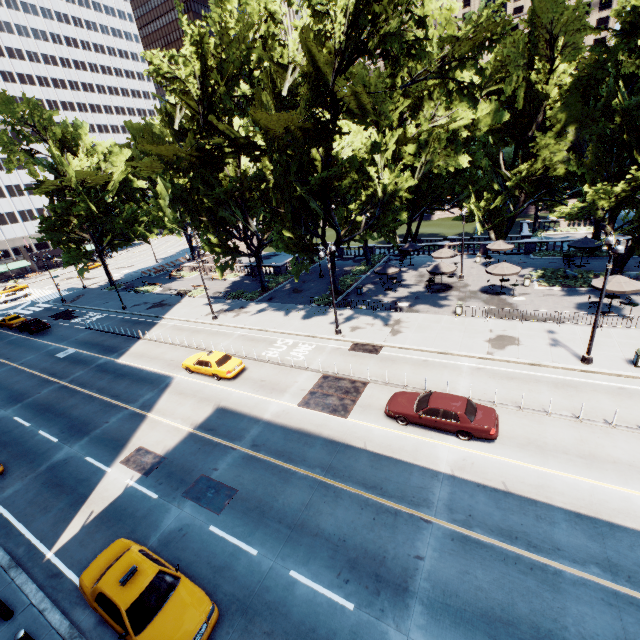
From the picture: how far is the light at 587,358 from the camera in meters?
15.3 m

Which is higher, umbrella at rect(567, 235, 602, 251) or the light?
umbrella at rect(567, 235, 602, 251)

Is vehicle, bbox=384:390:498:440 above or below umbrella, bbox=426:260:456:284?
below

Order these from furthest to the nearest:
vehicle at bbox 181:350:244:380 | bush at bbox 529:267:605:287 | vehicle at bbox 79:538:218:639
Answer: bush at bbox 529:267:605:287
vehicle at bbox 181:350:244:380
vehicle at bbox 79:538:218:639

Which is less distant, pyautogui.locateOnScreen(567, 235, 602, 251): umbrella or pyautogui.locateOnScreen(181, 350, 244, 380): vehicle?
pyautogui.locateOnScreen(181, 350, 244, 380): vehicle

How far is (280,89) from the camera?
20.6m

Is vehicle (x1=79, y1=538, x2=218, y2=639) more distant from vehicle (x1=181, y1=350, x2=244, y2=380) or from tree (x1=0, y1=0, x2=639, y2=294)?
tree (x1=0, y1=0, x2=639, y2=294)

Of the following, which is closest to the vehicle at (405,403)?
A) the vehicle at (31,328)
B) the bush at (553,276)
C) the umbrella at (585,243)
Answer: the bush at (553,276)
